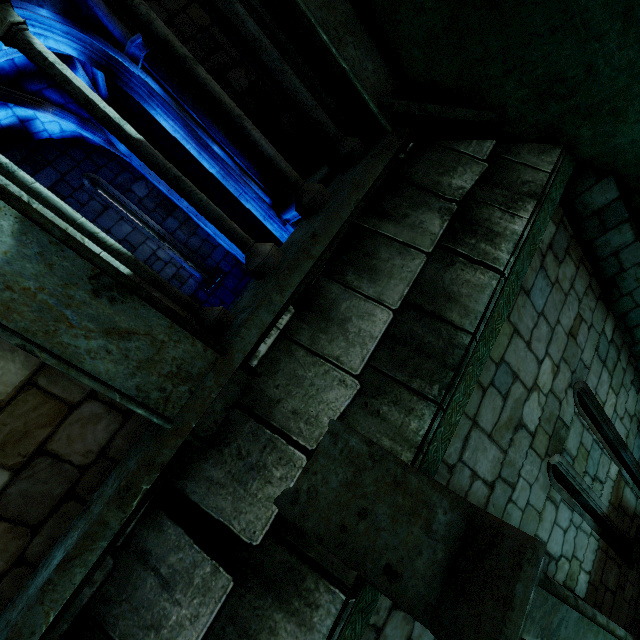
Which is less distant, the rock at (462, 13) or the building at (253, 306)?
the building at (253, 306)

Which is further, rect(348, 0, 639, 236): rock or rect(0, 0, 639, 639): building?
rect(348, 0, 639, 236): rock

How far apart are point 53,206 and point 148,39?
4.30m
